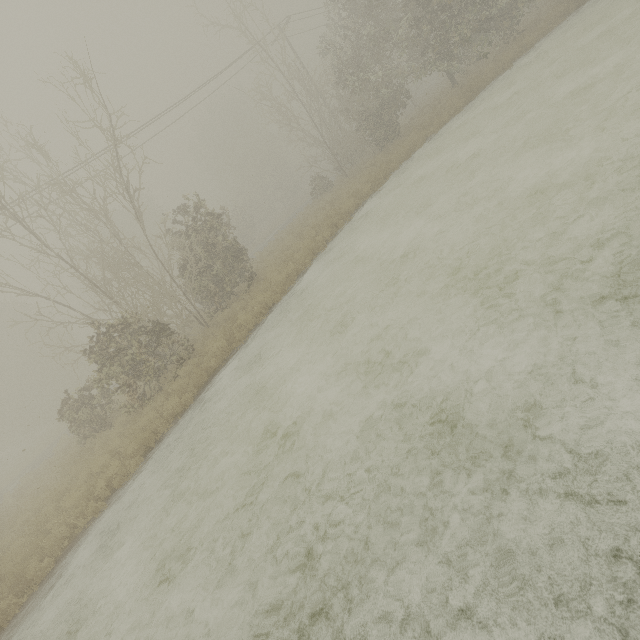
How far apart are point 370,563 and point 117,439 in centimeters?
1093cm
